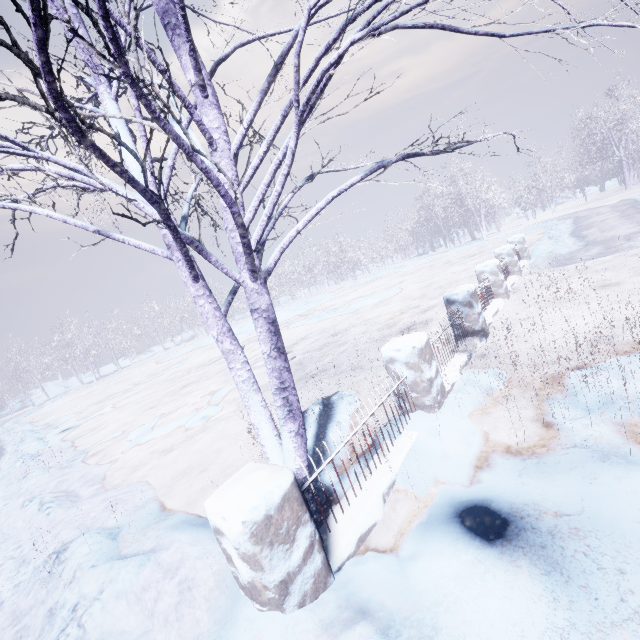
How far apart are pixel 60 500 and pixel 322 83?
6.37m

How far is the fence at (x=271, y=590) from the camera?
1.73m

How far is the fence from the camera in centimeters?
173cm
